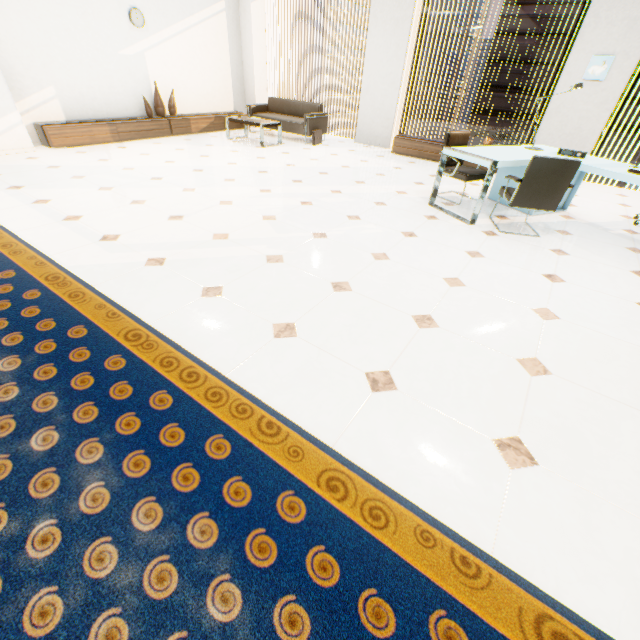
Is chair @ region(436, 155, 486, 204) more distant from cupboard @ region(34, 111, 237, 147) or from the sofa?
cupboard @ region(34, 111, 237, 147)

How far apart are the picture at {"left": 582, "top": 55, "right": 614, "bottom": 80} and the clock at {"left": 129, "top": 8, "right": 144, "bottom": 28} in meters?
8.3

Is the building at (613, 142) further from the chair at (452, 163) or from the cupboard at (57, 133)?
the chair at (452, 163)

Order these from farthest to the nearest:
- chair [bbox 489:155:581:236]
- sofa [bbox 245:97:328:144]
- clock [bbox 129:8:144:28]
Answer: sofa [bbox 245:97:328:144] < clock [bbox 129:8:144:28] < chair [bbox 489:155:581:236]

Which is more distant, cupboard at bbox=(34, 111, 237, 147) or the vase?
the vase

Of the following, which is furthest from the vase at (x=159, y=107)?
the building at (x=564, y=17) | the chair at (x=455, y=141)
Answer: the building at (x=564, y=17)

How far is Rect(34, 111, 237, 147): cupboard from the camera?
5.8 meters

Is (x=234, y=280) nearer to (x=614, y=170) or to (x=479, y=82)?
(x=614, y=170)
